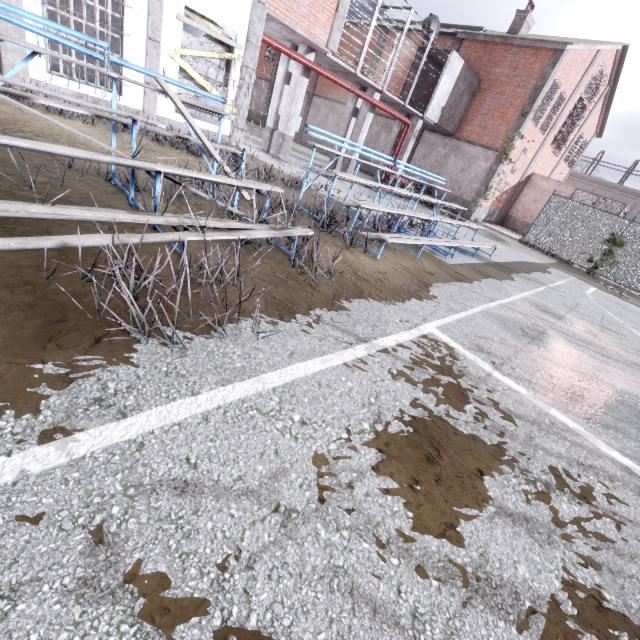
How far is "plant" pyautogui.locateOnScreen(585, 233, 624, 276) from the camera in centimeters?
1557cm

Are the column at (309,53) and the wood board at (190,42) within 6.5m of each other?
yes

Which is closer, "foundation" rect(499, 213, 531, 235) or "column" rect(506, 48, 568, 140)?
"column" rect(506, 48, 568, 140)

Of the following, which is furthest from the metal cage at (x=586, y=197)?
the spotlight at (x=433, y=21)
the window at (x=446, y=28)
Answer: the spotlight at (x=433, y=21)

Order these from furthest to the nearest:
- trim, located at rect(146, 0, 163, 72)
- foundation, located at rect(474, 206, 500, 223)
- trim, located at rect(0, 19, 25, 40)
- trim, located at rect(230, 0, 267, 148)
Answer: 1. foundation, located at rect(474, 206, 500, 223)
2. trim, located at rect(230, 0, 267, 148)
3. trim, located at rect(146, 0, 163, 72)
4. trim, located at rect(0, 19, 25, 40)

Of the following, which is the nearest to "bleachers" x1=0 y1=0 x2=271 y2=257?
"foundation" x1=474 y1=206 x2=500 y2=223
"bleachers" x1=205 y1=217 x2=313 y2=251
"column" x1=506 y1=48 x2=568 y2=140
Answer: Result: "bleachers" x1=205 y1=217 x2=313 y2=251

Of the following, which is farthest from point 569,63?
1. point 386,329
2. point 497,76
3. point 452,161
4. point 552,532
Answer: point 552,532

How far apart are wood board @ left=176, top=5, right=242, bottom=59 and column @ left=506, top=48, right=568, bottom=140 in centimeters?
1571cm
